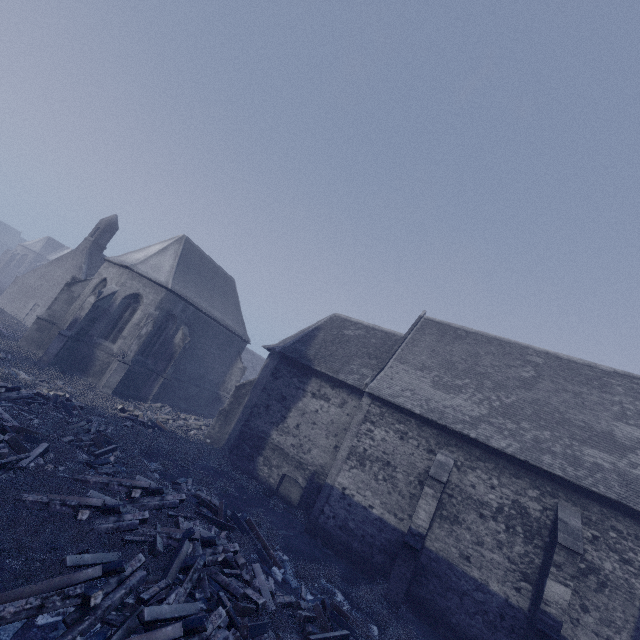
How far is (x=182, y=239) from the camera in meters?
24.8

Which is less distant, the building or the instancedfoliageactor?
the instancedfoliageactor

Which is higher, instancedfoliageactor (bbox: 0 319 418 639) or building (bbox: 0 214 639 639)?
building (bbox: 0 214 639 639)

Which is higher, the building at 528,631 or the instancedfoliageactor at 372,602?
the building at 528,631

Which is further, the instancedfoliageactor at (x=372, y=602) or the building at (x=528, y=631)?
the building at (x=528, y=631)
